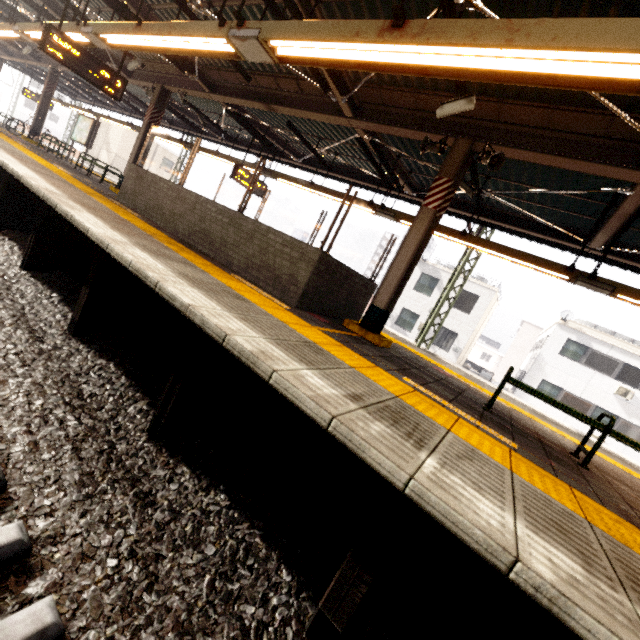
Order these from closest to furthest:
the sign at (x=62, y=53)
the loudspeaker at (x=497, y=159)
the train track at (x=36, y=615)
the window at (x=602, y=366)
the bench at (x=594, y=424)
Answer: the train track at (x=36, y=615) → the bench at (x=594, y=424) → the loudspeaker at (x=497, y=159) → the sign at (x=62, y=53) → the window at (x=602, y=366)

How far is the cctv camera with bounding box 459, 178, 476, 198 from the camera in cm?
647

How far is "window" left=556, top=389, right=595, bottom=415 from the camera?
19.55m

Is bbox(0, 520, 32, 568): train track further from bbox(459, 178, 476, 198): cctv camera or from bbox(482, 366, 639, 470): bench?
bbox(459, 178, 476, 198): cctv camera

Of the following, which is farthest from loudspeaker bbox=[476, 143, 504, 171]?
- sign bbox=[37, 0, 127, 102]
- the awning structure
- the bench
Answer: sign bbox=[37, 0, 127, 102]

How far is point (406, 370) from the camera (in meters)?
4.51

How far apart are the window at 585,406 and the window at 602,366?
1.7m

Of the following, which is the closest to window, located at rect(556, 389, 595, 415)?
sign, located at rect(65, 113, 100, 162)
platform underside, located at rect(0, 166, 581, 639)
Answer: platform underside, located at rect(0, 166, 581, 639)
